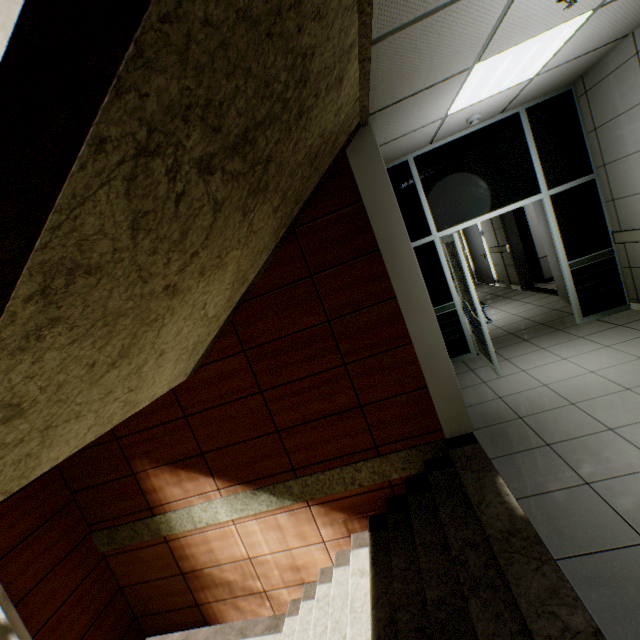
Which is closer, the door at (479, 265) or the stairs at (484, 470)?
the stairs at (484, 470)

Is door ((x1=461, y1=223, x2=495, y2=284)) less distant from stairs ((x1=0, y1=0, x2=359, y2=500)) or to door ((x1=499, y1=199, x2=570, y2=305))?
door ((x1=499, y1=199, x2=570, y2=305))

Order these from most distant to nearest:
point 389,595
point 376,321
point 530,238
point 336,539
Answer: point 530,238 → point 336,539 → point 376,321 → point 389,595

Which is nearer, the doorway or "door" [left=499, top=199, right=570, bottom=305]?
the doorway

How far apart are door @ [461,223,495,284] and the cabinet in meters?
1.4

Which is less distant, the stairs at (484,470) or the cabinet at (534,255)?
the stairs at (484,470)

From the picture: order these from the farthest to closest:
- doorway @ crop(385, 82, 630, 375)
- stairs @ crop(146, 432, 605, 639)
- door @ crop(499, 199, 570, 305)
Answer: door @ crop(499, 199, 570, 305)
doorway @ crop(385, 82, 630, 375)
stairs @ crop(146, 432, 605, 639)

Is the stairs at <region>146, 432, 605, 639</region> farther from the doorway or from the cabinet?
the cabinet
